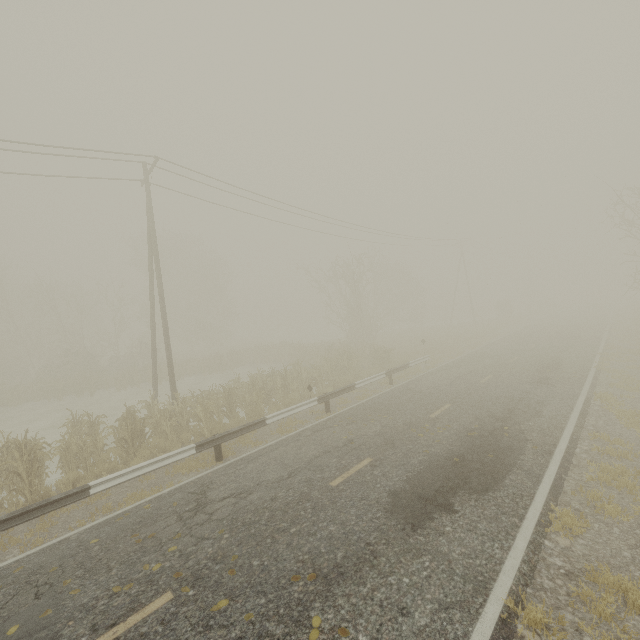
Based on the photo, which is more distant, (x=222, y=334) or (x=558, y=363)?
(x=222, y=334)
